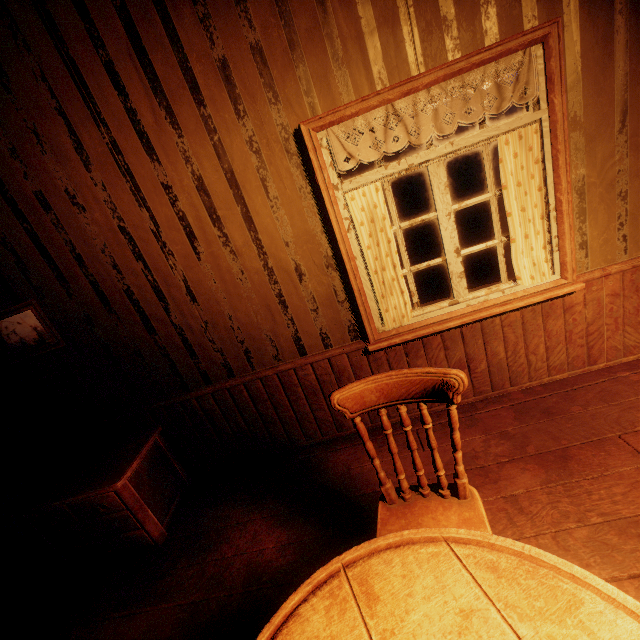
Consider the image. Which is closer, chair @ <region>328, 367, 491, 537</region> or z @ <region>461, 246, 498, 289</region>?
chair @ <region>328, 367, 491, 537</region>

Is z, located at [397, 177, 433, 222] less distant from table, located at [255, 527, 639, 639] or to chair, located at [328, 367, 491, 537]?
chair, located at [328, 367, 491, 537]

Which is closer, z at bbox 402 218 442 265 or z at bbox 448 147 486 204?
z at bbox 402 218 442 265

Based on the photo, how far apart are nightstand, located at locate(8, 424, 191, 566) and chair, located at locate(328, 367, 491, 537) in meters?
1.9

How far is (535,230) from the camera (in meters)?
2.24

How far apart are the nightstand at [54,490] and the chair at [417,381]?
1.88m

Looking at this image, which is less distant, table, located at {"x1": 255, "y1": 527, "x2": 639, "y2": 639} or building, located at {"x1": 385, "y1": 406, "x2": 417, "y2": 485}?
table, located at {"x1": 255, "y1": 527, "x2": 639, "y2": 639}

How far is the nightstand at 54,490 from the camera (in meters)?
2.37
